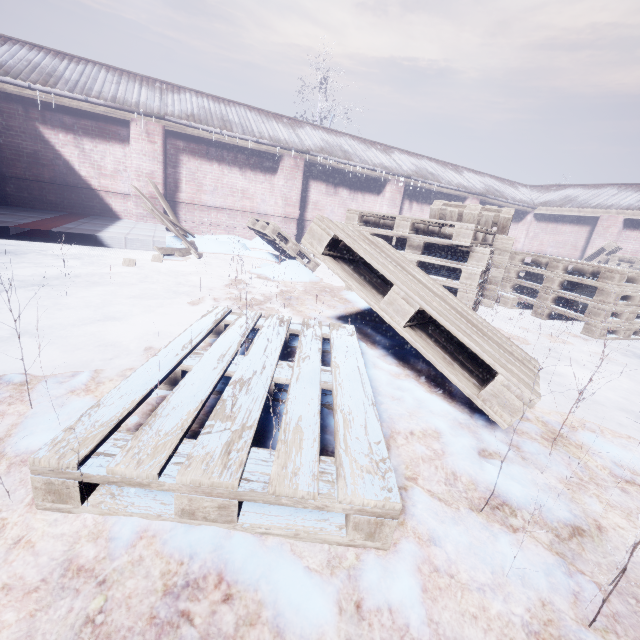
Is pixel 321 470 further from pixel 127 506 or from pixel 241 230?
pixel 241 230

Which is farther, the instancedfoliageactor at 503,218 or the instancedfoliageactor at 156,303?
the instancedfoliageactor at 156,303

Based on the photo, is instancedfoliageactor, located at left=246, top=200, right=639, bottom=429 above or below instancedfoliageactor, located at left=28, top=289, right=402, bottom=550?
above

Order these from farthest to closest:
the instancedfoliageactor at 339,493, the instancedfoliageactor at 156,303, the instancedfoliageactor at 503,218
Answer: the instancedfoliageactor at 156,303
the instancedfoliageactor at 503,218
the instancedfoliageactor at 339,493

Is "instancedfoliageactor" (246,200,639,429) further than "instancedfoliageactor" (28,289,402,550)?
Yes

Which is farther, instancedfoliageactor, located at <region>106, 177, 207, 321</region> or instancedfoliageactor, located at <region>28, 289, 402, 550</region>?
instancedfoliageactor, located at <region>106, 177, 207, 321</region>

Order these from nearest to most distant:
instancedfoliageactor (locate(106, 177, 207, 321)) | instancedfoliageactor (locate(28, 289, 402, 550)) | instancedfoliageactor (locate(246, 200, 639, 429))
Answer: instancedfoliageactor (locate(28, 289, 402, 550)) → instancedfoliageactor (locate(246, 200, 639, 429)) → instancedfoliageactor (locate(106, 177, 207, 321))
